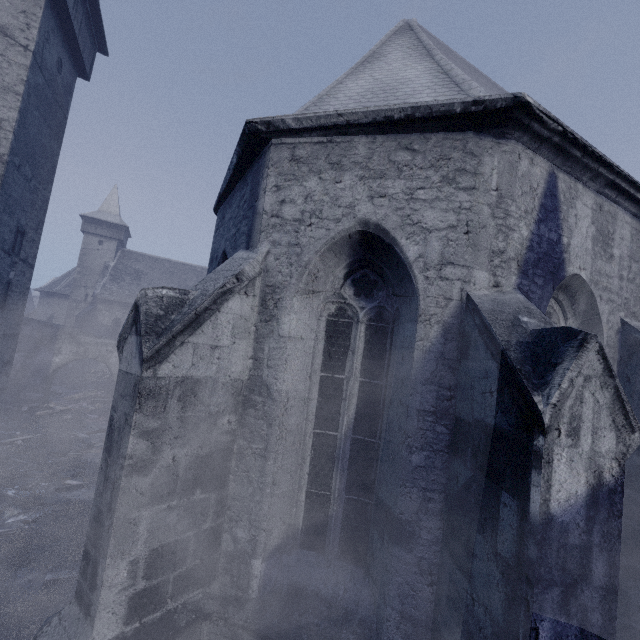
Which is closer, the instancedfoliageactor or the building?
the building

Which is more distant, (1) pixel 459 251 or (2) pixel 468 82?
(2) pixel 468 82

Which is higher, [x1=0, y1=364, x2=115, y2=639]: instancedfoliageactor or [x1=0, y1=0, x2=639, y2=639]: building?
[x1=0, y1=0, x2=639, y2=639]: building

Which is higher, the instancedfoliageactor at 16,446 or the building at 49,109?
the building at 49,109

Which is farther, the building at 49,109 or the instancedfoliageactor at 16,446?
the instancedfoliageactor at 16,446
